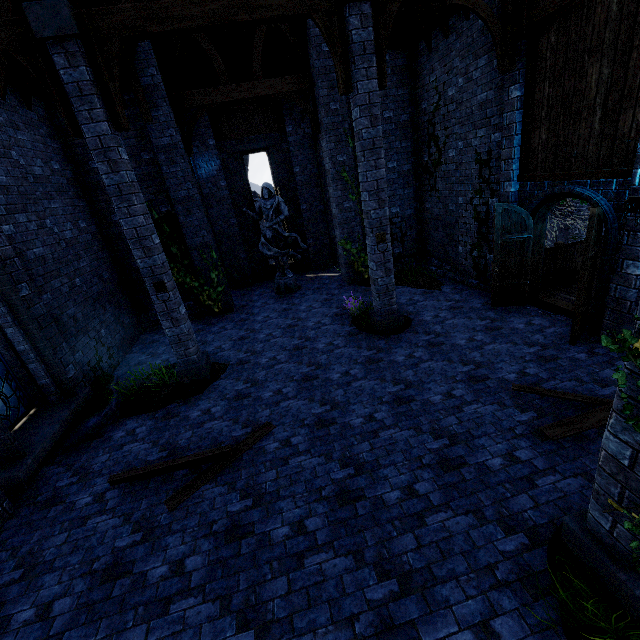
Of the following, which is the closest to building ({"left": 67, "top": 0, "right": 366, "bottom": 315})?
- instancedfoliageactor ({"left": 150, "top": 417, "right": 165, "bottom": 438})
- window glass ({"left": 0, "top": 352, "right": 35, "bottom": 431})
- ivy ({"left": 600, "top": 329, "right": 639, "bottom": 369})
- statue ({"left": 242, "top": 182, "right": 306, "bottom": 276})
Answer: ivy ({"left": 600, "top": 329, "right": 639, "bottom": 369})

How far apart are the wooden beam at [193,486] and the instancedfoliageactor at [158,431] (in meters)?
0.63

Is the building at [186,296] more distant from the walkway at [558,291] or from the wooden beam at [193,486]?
the wooden beam at [193,486]

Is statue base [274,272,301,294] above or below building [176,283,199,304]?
below

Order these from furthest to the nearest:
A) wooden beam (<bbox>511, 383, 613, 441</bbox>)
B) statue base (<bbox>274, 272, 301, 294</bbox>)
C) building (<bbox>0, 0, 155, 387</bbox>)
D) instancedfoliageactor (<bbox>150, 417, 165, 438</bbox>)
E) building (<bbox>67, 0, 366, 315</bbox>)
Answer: statue base (<bbox>274, 272, 301, 294</bbox>), building (<bbox>0, 0, 155, 387</bbox>), instancedfoliageactor (<bbox>150, 417, 165, 438</bbox>), building (<bbox>67, 0, 366, 315</bbox>), wooden beam (<bbox>511, 383, 613, 441</bbox>)

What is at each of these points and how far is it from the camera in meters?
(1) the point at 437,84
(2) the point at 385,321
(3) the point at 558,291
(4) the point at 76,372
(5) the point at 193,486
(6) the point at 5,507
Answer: (1) building, 9.5
(2) pillar, 8.1
(3) walkway, 8.7
(4) building, 7.4
(5) wooden beam, 4.9
(6) building, 5.0

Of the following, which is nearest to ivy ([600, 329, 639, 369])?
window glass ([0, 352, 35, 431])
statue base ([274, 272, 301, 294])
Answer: statue base ([274, 272, 301, 294])

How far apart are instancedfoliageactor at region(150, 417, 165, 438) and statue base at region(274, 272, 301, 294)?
6.7 meters
